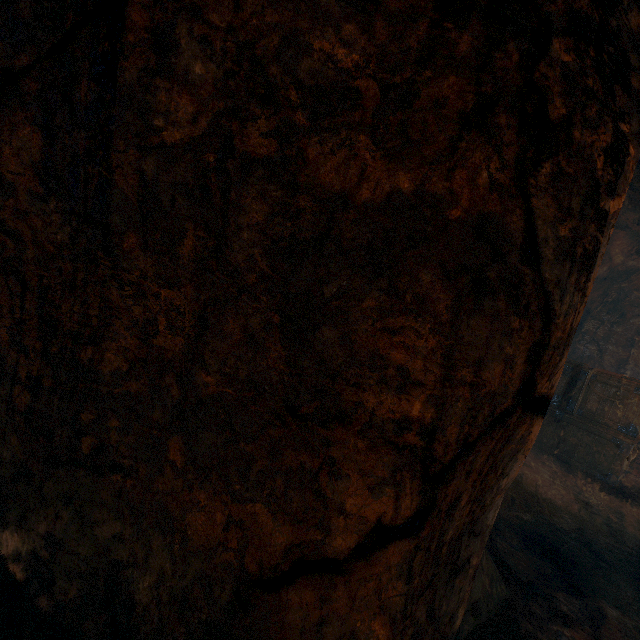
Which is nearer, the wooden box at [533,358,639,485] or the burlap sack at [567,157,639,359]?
the wooden box at [533,358,639,485]

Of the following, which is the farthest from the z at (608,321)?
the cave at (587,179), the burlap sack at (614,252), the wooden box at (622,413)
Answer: the cave at (587,179)

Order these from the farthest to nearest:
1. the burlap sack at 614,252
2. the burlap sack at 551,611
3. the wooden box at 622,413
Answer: the burlap sack at 614,252, the wooden box at 622,413, the burlap sack at 551,611

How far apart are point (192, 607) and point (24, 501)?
1.3 meters

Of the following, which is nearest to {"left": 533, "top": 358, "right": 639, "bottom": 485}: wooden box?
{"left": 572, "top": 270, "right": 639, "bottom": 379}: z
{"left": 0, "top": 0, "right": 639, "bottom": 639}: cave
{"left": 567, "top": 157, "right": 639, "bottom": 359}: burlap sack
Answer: {"left": 567, "top": 157, "right": 639, "bottom": 359}: burlap sack

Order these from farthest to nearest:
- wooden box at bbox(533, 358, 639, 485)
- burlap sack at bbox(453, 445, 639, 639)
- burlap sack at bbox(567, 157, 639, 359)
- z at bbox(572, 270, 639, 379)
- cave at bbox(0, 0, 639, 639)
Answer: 1. z at bbox(572, 270, 639, 379)
2. burlap sack at bbox(567, 157, 639, 359)
3. wooden box at bbox(533, 358, 639, 485)
4. burlap sack at bbox(453, 445, 639, 639)
5. cave at bbox(0, 0, 639, 639)

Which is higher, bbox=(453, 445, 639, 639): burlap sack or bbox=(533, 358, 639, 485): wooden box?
bbox=(533, 358, 639, 485): wooden box

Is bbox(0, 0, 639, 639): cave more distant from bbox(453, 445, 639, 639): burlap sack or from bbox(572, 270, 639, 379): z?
bbox(572, 270, 639, 379): z
